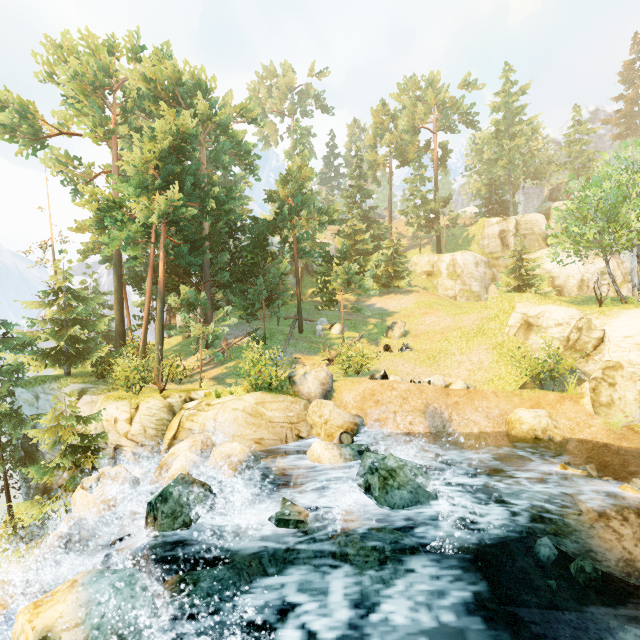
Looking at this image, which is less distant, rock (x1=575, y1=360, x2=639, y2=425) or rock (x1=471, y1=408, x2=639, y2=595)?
rock (x1=471, y1=408, x2=639, y2=595)

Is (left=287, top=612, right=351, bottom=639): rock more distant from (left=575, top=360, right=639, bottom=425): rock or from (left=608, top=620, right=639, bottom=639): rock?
(left=575, top=360, right=639, bottom=425): rock

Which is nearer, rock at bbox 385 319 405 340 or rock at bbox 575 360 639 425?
rock at bbox 575 360 639 425

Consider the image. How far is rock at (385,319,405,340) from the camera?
25.72m

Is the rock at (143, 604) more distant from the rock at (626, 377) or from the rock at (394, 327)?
the rock at (394, 327)

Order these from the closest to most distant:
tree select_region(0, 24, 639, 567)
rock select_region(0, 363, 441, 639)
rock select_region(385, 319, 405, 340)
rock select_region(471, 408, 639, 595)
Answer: rock select_region(0, 363, 441, 639)
rock select_region(471, 408, 639, 595)
tree select_region(0, 24, 639, 567)
rock select_region(385, 319, 405, 340)

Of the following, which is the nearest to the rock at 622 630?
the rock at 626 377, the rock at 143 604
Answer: the rock at 143 604

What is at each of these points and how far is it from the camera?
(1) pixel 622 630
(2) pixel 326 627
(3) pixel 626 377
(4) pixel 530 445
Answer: (1) rock, 5.8 meters
(2) rock, 6.2 meters
(3) rock, 13.5 meters
(4) rock, 13.4 meters
